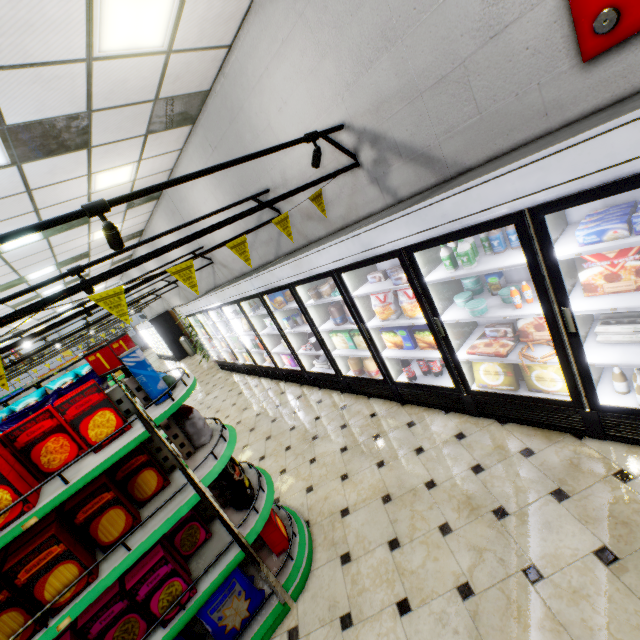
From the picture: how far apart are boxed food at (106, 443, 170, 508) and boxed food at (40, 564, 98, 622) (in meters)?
0.07

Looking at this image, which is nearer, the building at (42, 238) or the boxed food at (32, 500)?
the boxed food at (32, 500)

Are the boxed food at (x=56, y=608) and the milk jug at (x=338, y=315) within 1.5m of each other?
no

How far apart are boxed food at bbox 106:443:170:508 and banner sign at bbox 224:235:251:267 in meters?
1.7

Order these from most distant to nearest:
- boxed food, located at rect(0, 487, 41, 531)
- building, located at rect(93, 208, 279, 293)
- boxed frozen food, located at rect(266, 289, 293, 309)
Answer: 1. building, located at rect(93, 208, 279, 293)
2. boxed frozen food, located at rect(266, 289, 293, 309)
3. boxed food, located at rect(0, 487, 41, 531)

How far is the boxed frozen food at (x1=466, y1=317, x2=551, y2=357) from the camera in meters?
2.8

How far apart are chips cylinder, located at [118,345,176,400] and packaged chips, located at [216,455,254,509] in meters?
0.8 m

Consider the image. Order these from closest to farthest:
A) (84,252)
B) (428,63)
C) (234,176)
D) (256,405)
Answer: (428,63)
(234,176)
(256,405)
(84,252)
